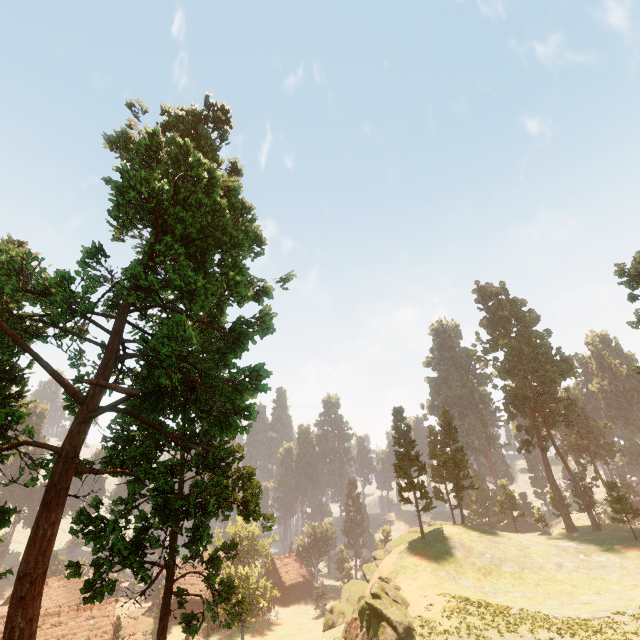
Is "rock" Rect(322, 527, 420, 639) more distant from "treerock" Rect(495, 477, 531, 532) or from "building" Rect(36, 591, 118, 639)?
"building" Rect(36, 591, 118, 639)

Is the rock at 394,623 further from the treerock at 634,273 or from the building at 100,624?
the building at 100,624

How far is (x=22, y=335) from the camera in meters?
18.5

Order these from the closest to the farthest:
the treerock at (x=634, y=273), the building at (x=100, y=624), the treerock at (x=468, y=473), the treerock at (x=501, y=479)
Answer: →
the treerock at (x=634, y=273)
the treerock at (x=468, y=473)
the building at (x=100, y=624)
the treerock at (x=501, y=479)

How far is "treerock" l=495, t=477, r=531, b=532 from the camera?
55.3 meters

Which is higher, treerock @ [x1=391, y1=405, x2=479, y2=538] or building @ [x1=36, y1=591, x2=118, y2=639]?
treerock @ [x1=391, y1=405, x2=479, y2=538]
